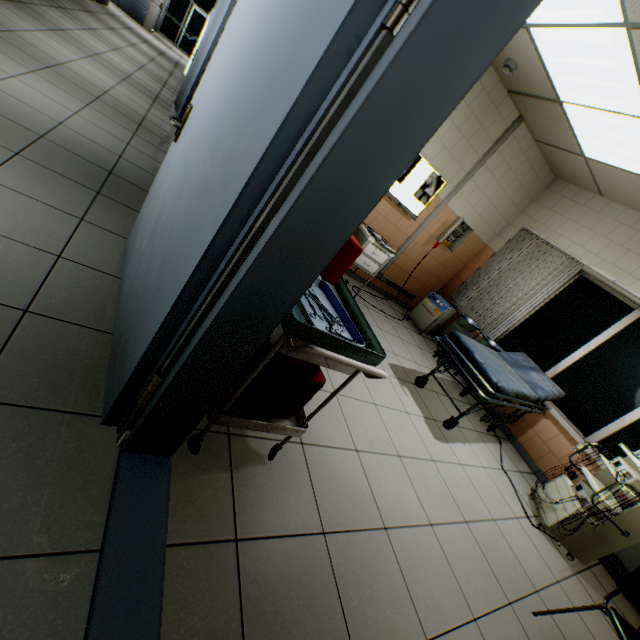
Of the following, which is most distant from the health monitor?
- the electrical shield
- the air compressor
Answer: the electrical shield

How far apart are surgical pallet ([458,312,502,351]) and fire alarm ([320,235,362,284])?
4.52m

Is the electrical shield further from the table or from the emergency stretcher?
the table

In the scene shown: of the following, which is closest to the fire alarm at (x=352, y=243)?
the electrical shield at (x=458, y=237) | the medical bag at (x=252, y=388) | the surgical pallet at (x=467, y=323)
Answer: the medical bag at (x=252, y=388)

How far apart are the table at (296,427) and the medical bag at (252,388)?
0.02m

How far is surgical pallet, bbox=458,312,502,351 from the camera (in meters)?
4.78

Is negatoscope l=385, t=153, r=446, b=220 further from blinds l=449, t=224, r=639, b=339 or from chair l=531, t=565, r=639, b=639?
chair l=531, t=565, r=639, b=639

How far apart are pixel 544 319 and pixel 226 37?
5.40m
